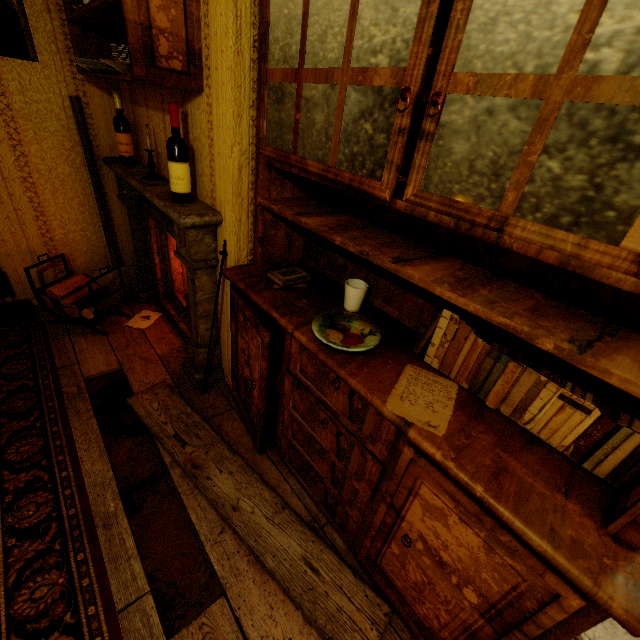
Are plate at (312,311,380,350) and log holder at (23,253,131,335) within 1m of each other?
no

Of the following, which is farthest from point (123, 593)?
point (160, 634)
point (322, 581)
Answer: point (322, 581)

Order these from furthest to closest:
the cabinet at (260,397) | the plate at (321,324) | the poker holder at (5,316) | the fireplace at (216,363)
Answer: the poker holder at (5,316) < the fireplace at (216,363) < the plate at (321,324) < the cabinet at (260,397)

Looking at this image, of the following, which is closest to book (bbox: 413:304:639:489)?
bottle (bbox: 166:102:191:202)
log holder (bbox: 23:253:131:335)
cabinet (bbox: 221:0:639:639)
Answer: cabinet (bbox: 221:0:639:639)

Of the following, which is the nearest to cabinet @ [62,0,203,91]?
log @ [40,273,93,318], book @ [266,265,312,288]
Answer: book @ [266,265,312,288]

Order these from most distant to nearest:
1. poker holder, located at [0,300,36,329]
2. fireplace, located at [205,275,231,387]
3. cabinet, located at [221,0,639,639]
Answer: poker holder, located at [0,300,36,329]
fireplace, located at [205,275,231,387]
cabinet, located at [221,0,639,639]

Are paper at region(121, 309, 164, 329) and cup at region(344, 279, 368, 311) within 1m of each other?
no

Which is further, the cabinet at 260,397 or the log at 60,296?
the log at 60,296
